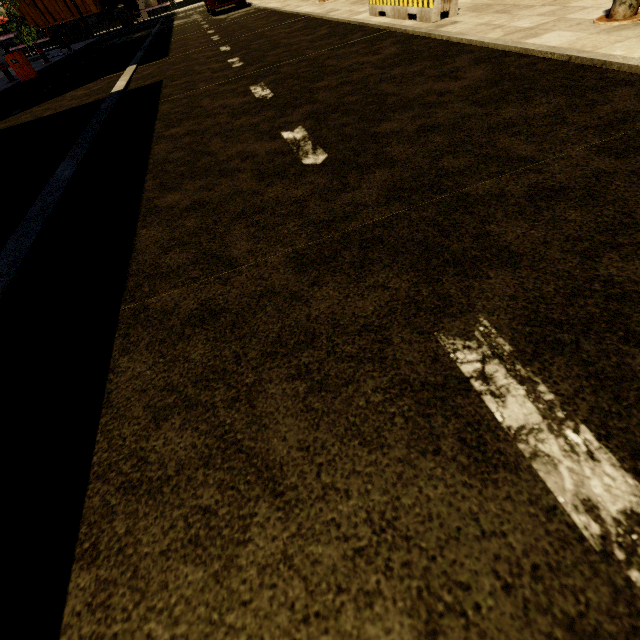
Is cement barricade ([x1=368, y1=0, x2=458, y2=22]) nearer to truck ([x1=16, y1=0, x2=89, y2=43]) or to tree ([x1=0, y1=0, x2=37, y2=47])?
tree ([x1=0, y1=0, x2=37, y2=47])

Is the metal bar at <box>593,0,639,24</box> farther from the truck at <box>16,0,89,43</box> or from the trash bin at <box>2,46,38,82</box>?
the truck at <box>16,0,89,43</box>

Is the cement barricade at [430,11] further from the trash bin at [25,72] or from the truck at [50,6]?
the truck at [50,6]

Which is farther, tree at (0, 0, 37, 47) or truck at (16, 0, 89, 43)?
truck at (16, 0, 89, 43)

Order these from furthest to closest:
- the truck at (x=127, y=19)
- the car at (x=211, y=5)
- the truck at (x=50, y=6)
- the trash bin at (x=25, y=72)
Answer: the truck at (x=127, y=19) < the truck at (x=50, y=6) < the car at (x=211, y=5) < the trash bin at (x=25, y=72)

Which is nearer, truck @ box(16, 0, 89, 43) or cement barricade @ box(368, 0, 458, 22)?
cement barricade @ box(368, 0, 458, 22)

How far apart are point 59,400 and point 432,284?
1.72m

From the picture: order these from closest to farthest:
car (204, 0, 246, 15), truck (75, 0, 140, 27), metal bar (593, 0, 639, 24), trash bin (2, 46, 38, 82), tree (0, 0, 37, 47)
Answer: metal bar (593, 0, 639, 24), trash bin (2, 46, 38, 82), car (204, 0, 246, 15), tree (0, 0, 37, 47), truck (75, 0, 140, 27)
